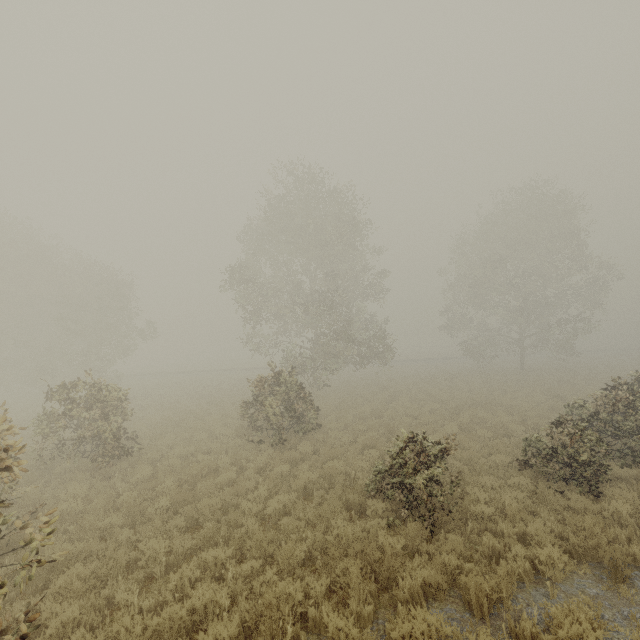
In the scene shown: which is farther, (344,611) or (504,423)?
(504,423)

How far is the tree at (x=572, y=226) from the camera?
28.2m

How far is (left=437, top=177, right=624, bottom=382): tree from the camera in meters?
28.2 m
